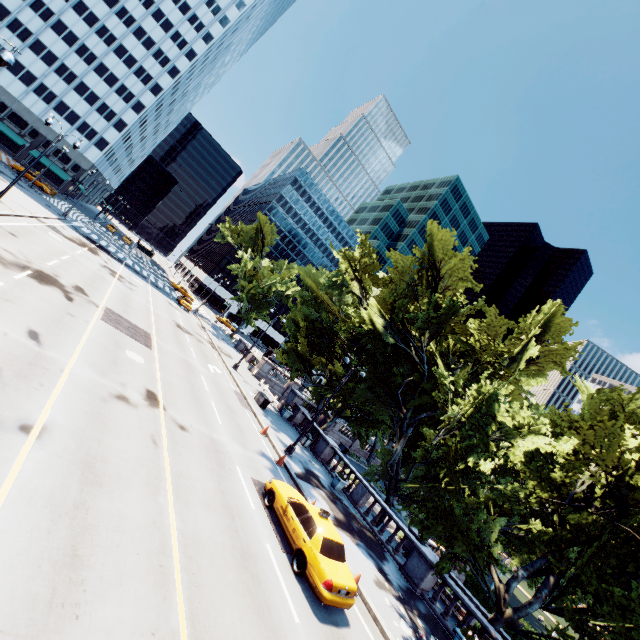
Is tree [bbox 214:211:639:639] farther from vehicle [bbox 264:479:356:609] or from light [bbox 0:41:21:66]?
light [bbox 0:41:21:66]

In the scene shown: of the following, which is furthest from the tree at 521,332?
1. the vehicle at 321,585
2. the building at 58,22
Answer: the building at 58,22

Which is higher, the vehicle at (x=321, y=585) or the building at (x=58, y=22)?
the building at (x=58, y=22)

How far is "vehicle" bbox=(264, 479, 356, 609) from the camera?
9.86m

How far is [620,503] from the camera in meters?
14.3

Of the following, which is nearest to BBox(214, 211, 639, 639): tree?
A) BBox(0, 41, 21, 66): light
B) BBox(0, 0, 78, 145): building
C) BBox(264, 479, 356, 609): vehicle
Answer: BBox(264, 479, 356, 609): vehicle

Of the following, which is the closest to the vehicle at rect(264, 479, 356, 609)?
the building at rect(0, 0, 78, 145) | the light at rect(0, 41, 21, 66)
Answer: the light at rect(0, 41, 21, 66)
